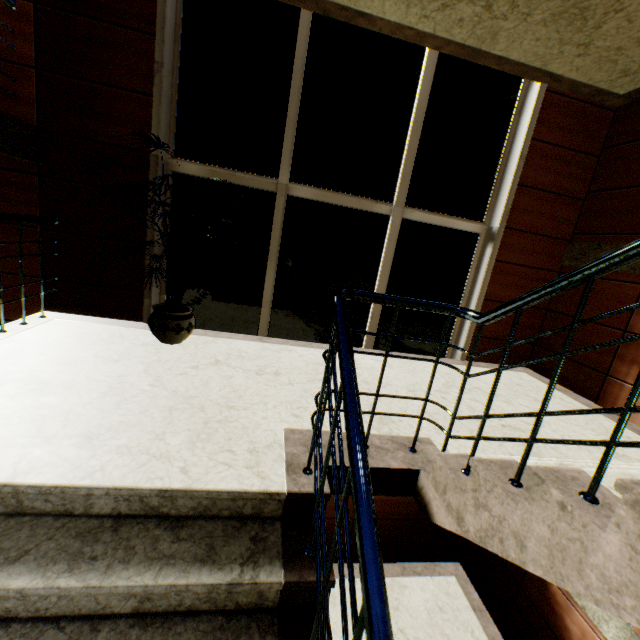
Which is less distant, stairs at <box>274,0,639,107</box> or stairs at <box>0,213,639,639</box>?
stairs at <box>0,213,639,639</box>

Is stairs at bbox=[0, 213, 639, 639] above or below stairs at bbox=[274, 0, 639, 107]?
below

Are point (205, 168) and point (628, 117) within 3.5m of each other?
no

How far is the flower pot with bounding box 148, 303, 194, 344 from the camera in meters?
2.9

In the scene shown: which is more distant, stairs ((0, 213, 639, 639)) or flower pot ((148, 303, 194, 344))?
flower pot ((148, 303, 194, 344))

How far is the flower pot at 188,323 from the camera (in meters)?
2.95

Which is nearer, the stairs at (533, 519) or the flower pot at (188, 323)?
the stairs at (533, 519)

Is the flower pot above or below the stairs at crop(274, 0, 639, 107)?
below
